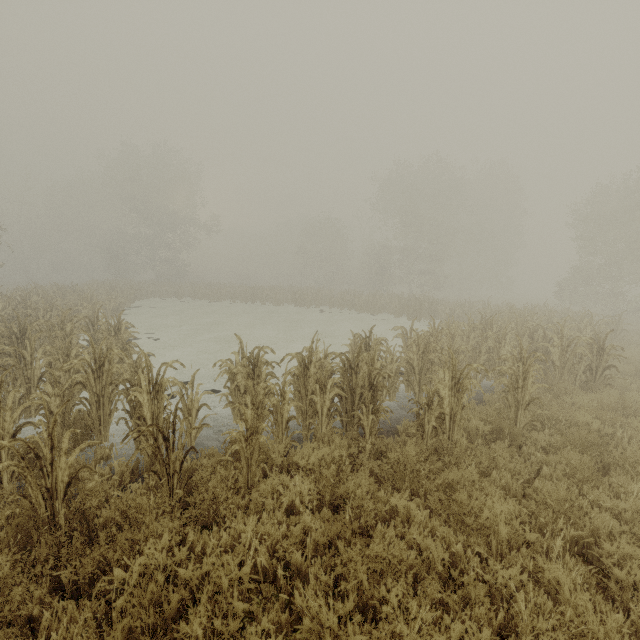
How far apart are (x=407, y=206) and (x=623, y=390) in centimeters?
2971cm
